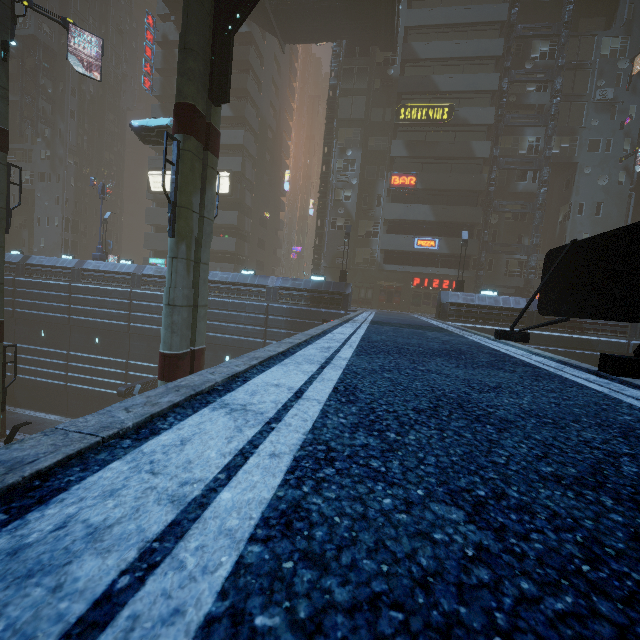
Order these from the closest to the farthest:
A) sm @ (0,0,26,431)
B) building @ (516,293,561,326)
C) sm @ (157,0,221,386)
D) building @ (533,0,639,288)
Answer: sm @ (157,0,221,386) < sm @ (0,0,26,431) < building @ (516,293,561,326) < building @ (533,0,639,288)

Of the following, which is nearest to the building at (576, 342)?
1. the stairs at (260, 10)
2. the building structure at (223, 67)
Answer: the stairs at (260, 10)

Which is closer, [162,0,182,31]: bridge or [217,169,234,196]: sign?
[162,0,182,31]: bridge

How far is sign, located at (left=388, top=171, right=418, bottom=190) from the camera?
31.0m

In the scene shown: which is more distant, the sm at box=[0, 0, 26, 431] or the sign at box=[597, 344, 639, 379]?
the sm at box=[0, 0, 26, 431]

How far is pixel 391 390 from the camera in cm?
273

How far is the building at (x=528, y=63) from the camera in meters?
31.0

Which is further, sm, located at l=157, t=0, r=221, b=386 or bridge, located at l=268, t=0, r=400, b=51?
bridge, located at l=268, t=0, r=400, b=51
